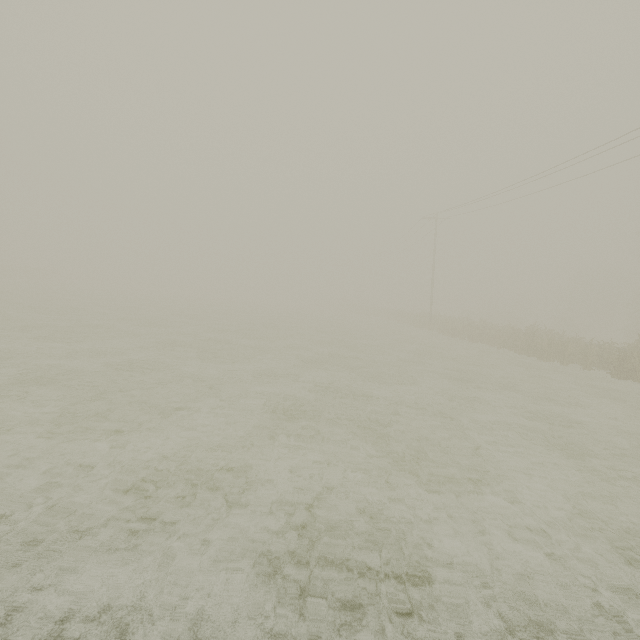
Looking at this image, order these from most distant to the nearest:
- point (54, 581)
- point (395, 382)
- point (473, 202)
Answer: point (473, 202) → point (395, 382) → point (54, 581)
